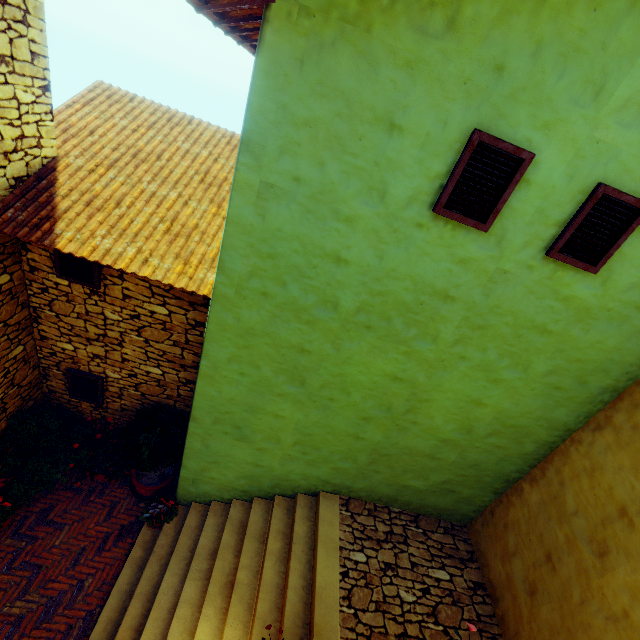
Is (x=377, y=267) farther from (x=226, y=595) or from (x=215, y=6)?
(x=226, y=595)

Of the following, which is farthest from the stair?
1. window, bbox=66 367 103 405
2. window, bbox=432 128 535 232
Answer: window, bbox=432 128 535 232

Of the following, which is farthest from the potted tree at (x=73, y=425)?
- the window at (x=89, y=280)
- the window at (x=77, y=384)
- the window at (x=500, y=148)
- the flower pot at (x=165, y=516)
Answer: the window at (x=500, y=148)

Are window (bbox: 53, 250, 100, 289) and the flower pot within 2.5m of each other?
no

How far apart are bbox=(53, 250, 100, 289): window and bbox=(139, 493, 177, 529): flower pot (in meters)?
3.88

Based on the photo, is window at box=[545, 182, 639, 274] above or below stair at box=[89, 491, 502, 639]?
above

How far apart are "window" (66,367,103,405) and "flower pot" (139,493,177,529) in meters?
2.0 m

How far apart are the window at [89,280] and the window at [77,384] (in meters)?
1.77
